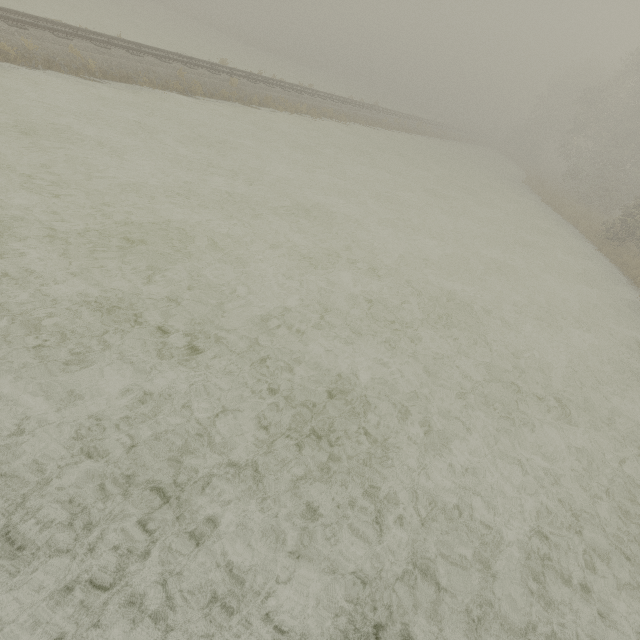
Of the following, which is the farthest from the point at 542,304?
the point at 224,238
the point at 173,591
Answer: the point at 173,591
